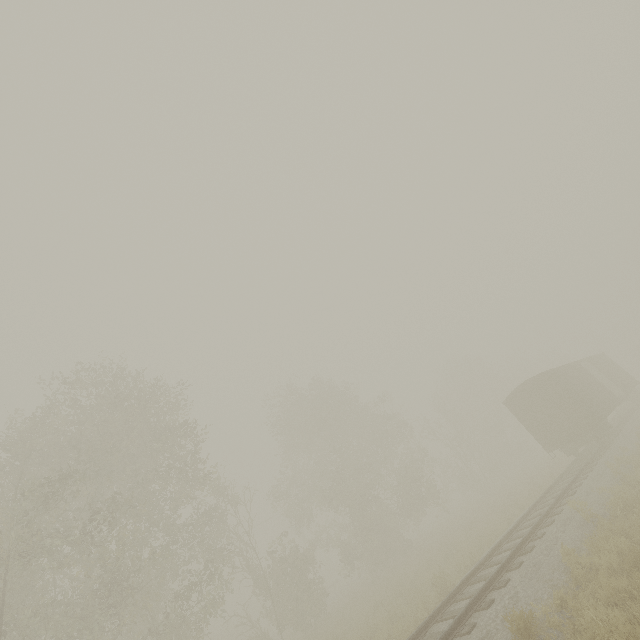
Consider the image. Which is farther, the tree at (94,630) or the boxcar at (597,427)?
the boxcar at (597,427)

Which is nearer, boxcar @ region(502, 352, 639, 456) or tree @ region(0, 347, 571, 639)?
tree @ region(0, 347, 571, 639)

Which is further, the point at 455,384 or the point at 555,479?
the point at 455,384
